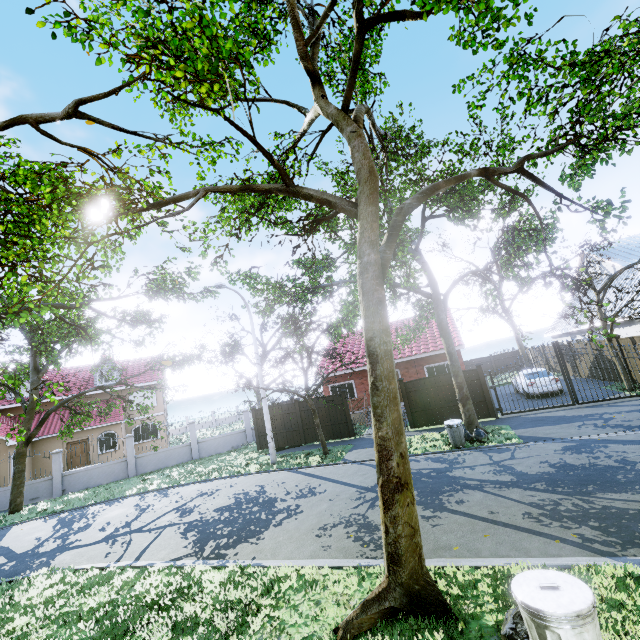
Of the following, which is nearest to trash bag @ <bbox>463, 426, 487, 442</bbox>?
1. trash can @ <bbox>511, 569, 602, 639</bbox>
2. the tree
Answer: the tree

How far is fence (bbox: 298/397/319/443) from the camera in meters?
18.1

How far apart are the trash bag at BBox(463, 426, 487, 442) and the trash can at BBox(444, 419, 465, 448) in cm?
15

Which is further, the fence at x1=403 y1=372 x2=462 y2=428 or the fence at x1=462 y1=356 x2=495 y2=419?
the fence at x1=403 y1=372 x2=462 y2=428

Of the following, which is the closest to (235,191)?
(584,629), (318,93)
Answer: (318,93)

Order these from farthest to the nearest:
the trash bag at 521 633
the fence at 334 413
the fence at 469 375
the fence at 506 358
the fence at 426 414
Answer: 1. the fence at 506 358
2. the fence at 334 413
3. the fence at 426 414
4. the fence at 469 375
5. the trash bag at 521 633

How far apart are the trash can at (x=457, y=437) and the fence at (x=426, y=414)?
3.4 meters

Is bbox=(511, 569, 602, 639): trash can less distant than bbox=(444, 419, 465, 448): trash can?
Yes
